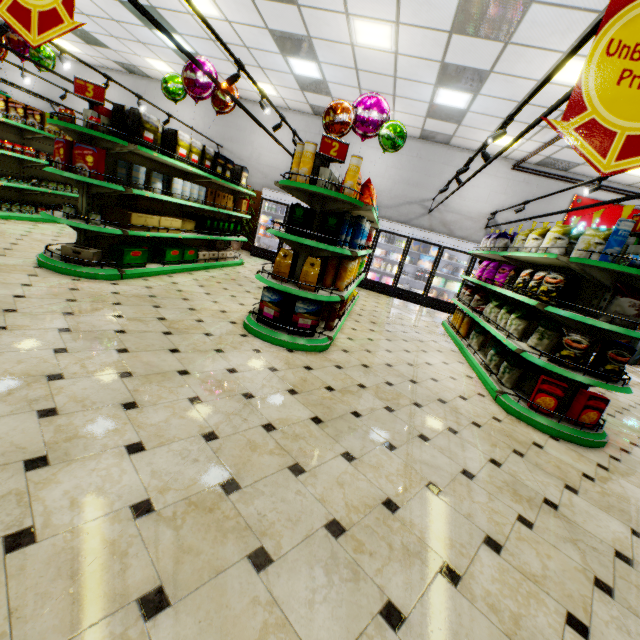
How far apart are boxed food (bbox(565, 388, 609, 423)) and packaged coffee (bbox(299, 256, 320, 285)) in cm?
328

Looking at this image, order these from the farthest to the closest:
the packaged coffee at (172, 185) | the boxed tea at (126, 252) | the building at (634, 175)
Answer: the building at (634, 175) < the packaged coffee at (172, 185) < the boxed tea at (126, 252)

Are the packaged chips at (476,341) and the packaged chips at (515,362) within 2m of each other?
yes

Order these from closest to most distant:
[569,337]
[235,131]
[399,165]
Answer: [569,337], [399,165], [235,131]

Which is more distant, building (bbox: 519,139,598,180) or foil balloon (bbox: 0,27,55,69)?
building (bbox: 519,139,598,180)

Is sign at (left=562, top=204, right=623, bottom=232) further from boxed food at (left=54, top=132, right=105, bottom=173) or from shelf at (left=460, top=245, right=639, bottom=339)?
boxed food at (left=54, top=132, right=105, bottom=173)

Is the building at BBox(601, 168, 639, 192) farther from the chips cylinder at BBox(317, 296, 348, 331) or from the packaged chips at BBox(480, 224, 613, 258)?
the packaged chips at BBox(480, 224, 613, 258)

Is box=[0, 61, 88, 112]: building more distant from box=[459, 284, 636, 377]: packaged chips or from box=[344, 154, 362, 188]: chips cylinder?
box=[344, 154, 362, 188]: chips cylinder
